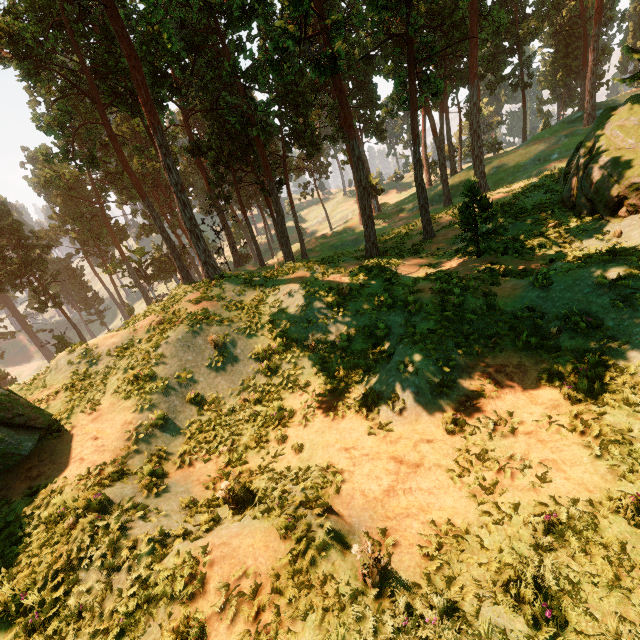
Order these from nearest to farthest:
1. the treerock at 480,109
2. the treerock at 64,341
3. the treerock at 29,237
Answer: the treerock at 480,109 < the treerock at 29,237 < the treerock at 64,341

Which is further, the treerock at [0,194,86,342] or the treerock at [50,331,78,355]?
the treerock at [50,331,78,355]

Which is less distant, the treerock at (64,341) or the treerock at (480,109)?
the treerock at (480,109)

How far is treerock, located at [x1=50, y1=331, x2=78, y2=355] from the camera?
42.6m

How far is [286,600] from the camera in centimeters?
512cm
